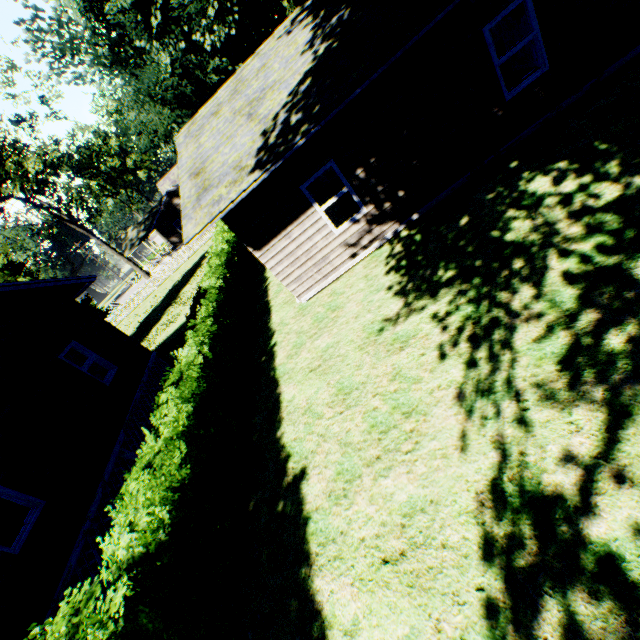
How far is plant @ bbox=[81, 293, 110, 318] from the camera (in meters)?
41.31

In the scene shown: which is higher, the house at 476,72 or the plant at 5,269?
the plant at 5,269

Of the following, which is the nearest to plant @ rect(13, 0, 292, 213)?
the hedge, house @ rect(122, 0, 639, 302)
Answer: house @ rect(122, 0, 639, 302)

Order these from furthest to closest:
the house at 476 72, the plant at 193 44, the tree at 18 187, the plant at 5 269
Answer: the plant at 5 269
the tree at 18 187
the plant at 193 44
the house at 476 72

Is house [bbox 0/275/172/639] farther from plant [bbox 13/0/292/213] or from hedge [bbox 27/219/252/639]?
hedge [bbox 27/219/252/639]

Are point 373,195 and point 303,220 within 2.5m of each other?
yes

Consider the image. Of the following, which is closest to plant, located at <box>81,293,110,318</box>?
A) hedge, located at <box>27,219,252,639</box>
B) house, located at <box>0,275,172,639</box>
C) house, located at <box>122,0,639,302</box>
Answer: house, located at <box>0,275,172,639</box>

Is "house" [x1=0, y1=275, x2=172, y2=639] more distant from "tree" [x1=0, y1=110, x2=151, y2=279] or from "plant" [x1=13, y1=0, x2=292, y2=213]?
"tree" [x1=0, y1=110, x2=151, y2=279]
